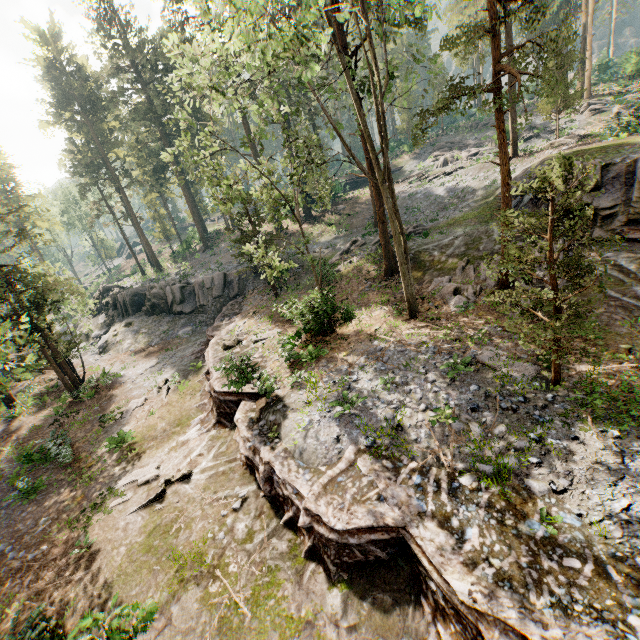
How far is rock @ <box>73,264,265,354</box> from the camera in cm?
3025

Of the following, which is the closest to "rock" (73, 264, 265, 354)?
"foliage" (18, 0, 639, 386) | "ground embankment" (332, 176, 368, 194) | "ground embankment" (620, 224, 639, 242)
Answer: "foliage" (18, 0, 639, 386)

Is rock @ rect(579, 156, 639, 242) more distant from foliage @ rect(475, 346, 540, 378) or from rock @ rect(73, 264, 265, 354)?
rock @ rect(73, 264, 265, 354)

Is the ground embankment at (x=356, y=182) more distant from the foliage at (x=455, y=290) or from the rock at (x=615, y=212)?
the rock at (x=615, y=212)

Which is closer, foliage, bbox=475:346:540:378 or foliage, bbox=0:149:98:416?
foliage, bbox=475:346:540:378

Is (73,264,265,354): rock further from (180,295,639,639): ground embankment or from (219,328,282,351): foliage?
(219,328,282,351): foliage

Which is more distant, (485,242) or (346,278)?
(346,278)

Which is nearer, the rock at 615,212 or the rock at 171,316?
the rock at 615,212
